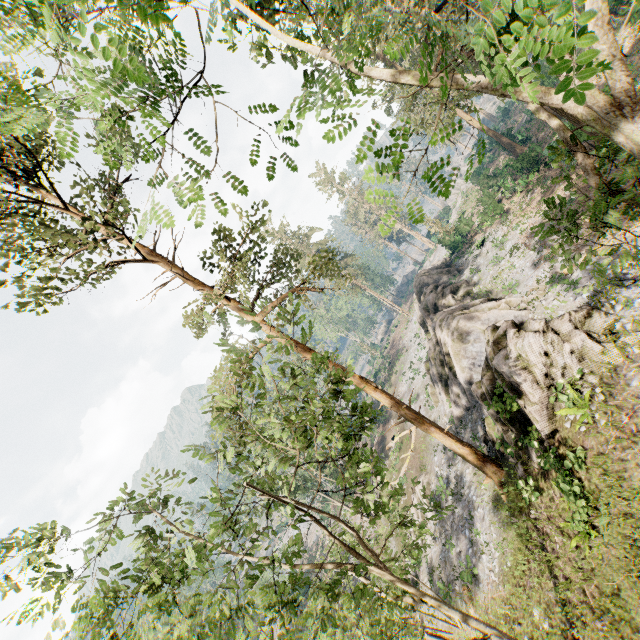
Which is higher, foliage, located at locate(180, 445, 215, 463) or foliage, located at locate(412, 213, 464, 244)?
foliage, located at locate(180, 445, 215, 463)

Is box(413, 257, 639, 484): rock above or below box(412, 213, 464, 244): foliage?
below

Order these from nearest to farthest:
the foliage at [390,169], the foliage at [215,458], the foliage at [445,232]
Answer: the foliage at [390,169], the foliage at [445,232], the foliage at [215,458]

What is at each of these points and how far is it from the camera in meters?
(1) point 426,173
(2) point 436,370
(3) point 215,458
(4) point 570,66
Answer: (1) foliage, 2.2
(2) rock, 27.8
(3) foliage, 12.6
(4) foliage, 3.6

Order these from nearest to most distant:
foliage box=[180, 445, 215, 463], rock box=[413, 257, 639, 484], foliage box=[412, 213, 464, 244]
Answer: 1. foliage box=[412, 213, 464, 244]
2. foliage box=[180, 445, 215, 463]
3. rock box=[413, 257, 639, 484]

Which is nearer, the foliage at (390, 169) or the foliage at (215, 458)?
the foliage at (390, 169)

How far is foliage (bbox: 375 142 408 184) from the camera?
2.0 meters
